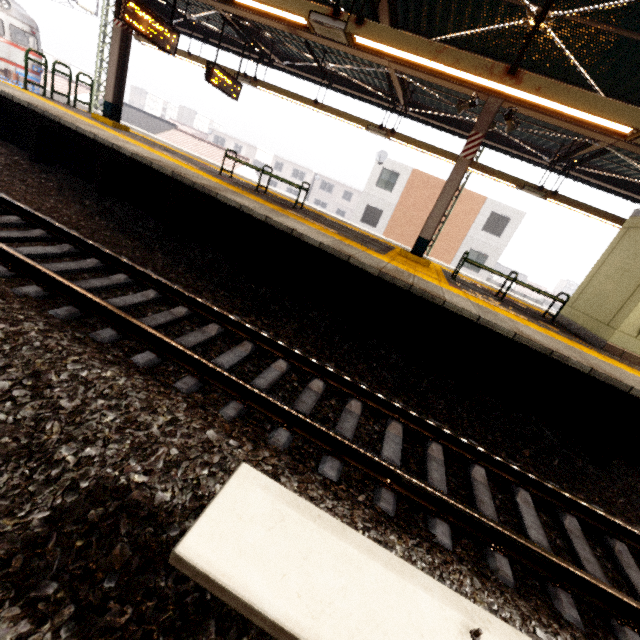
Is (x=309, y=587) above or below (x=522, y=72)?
below

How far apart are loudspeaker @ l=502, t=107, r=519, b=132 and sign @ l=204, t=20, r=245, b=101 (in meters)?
7.72

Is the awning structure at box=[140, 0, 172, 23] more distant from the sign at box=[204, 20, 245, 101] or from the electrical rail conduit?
the electrical rail conduit

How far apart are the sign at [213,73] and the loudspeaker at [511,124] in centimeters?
A: 772cm

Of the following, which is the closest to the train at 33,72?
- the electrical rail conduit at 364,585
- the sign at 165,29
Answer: the sign at 165,29

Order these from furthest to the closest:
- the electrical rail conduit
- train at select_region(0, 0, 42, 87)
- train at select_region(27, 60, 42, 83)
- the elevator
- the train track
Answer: train at select_region(27, 60, 42, 83) < train at select_region(0, 0, 42, 87) < the elevator < the train track < the electrical rail conduit

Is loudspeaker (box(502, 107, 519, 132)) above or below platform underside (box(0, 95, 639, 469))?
above

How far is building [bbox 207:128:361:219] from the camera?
51.50m
